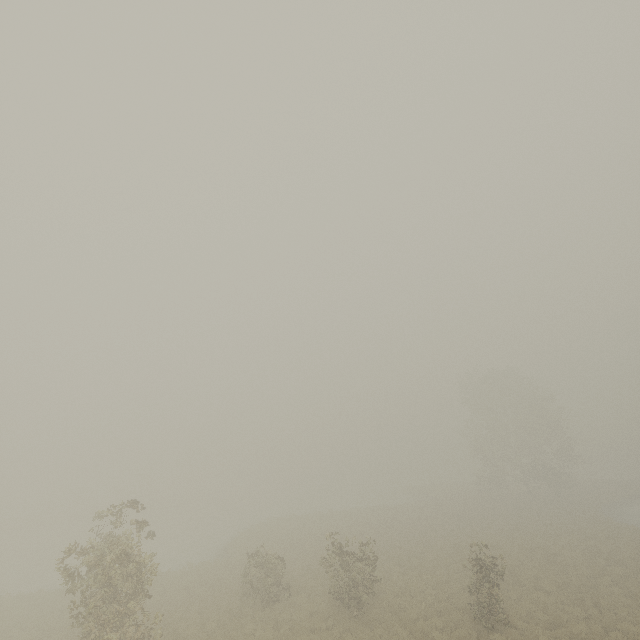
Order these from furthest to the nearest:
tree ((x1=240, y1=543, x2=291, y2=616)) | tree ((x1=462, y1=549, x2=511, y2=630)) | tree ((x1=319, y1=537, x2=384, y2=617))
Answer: tree ((x1=240, y1=543, x2=291, y2=616)) < tree ((x1=319, y1=537, x2=384, y2=617)) < tree ((x1=462, y1=549, x2=511, y2=630))

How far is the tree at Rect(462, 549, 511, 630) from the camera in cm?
1499

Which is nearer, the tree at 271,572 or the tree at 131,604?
the tree at 131,604

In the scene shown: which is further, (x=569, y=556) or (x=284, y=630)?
(x=569, y=556)

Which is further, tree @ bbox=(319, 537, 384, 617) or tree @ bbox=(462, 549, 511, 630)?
tree @ bbox=(319, 537, 384, 617)

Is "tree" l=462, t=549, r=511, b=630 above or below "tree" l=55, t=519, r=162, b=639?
below
